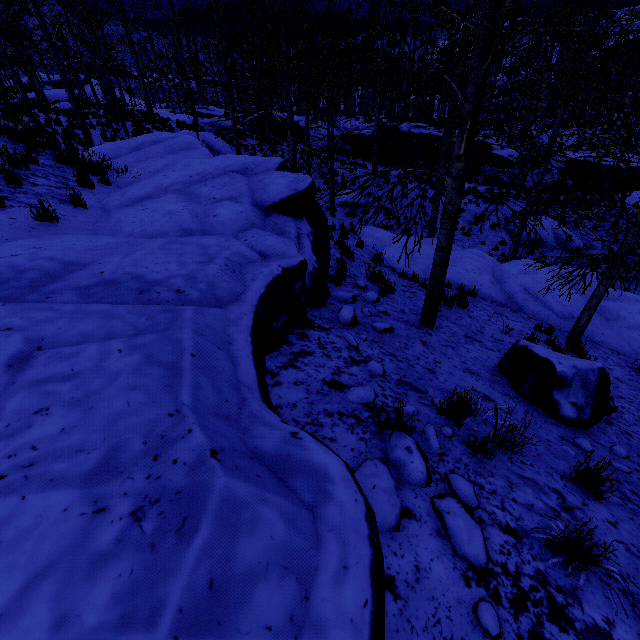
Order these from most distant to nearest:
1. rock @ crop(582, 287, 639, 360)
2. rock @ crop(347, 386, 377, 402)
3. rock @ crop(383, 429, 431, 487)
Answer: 1. rock @ crop(582, 287, 639, 360)
2. rock @ crop(347, 386, 377, 402)
3. rock @ crop(383, 429, 431, 487)

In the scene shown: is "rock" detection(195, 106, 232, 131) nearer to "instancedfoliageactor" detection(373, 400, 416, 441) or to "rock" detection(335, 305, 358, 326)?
"rock" detection(335, 305, 358, 326)

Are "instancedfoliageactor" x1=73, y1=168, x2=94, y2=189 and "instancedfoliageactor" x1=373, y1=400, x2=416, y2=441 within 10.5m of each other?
yes

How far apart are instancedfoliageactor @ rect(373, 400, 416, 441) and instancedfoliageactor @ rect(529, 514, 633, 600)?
1.18m

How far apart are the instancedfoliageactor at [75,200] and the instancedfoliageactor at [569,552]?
7.40m

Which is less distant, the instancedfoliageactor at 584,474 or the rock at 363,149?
the instancedfoliageactor at 584,474

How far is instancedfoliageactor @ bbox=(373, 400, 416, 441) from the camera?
2.6m

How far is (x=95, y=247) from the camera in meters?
3.3 m
